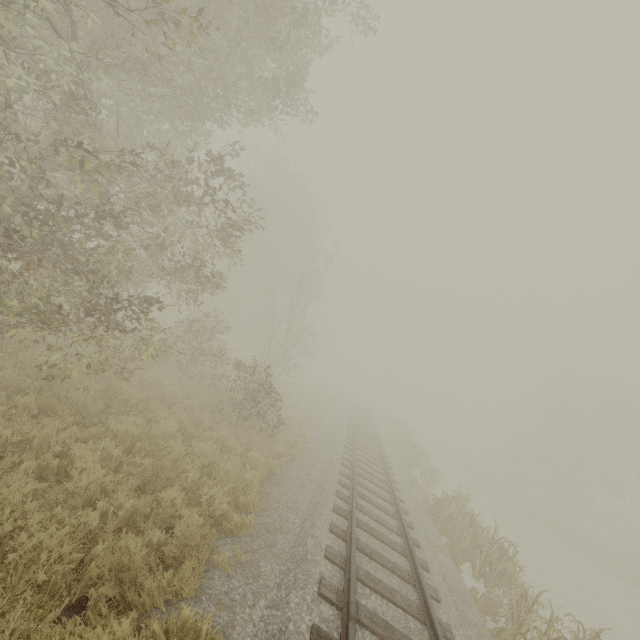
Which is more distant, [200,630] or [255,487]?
[255,487]

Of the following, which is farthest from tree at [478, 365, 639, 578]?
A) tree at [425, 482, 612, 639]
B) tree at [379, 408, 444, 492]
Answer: tree at [425, 482, 612, 639]

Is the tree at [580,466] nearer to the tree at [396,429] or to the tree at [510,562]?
the tree at [396,429]

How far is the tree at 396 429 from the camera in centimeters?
1844cm

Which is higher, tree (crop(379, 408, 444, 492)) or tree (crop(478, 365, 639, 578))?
tree (crop(478, 365, 639, 578))

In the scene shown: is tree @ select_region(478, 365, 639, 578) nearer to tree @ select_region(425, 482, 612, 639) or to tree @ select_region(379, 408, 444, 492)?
tree @ select_region(379, 408, 444, 492)

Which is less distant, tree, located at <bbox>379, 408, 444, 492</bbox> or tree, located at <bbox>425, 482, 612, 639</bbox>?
tree, located at <bbox>425, 482, 612, 639</bbox>
